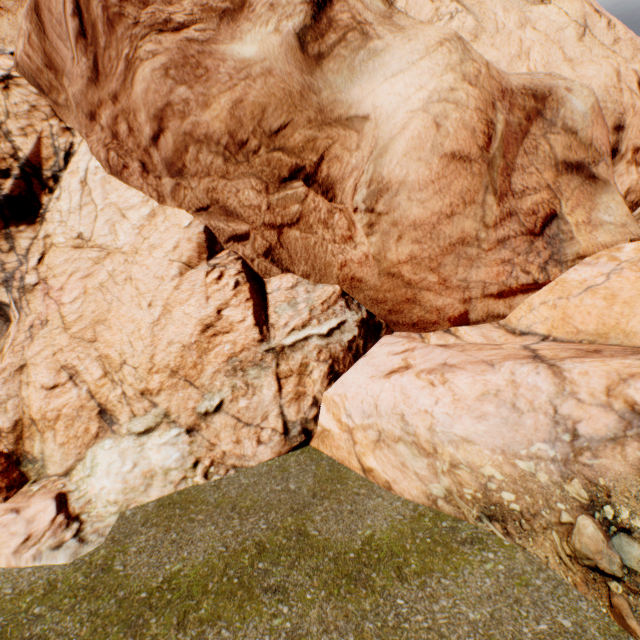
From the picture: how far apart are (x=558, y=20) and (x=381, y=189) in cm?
1056
